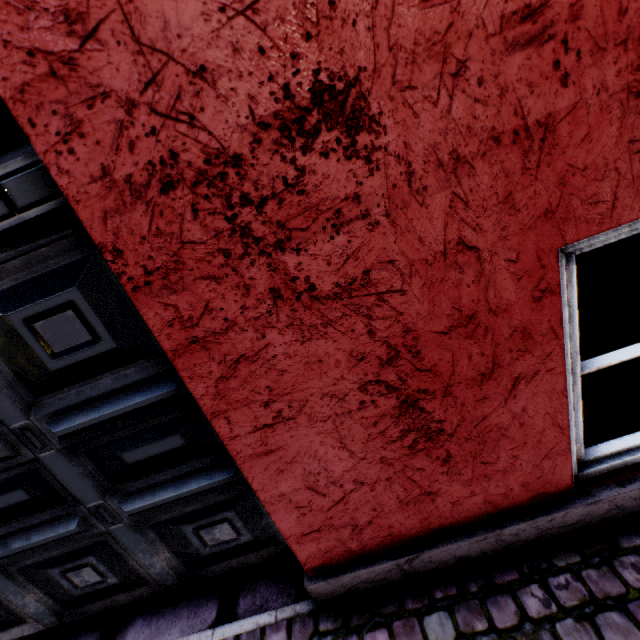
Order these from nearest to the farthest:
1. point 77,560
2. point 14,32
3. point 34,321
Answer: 1. point 14,32
2. point 34,321
3. point 77,560
